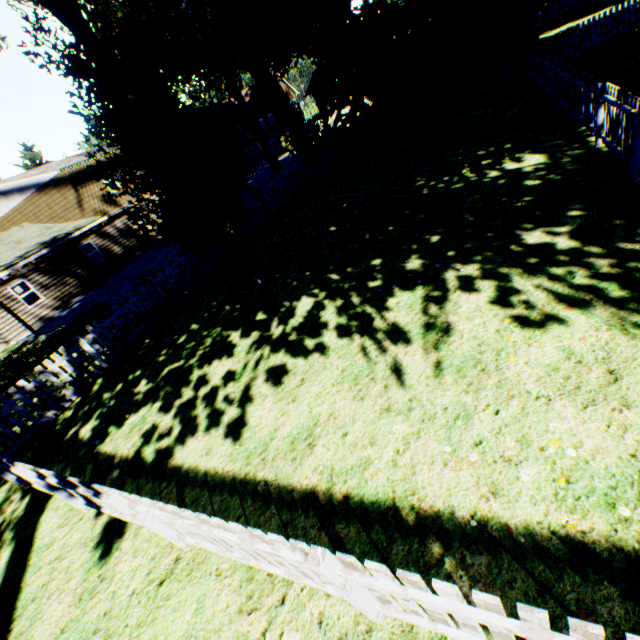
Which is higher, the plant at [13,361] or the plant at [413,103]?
the plant at [413,103]

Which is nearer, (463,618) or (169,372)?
(463,618)

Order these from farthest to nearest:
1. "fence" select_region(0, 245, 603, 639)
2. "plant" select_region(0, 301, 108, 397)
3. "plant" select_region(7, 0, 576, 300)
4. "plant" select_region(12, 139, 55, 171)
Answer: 1. "plant" select_region(12, 139, 55, 171)
2. "plant" select_region(0, 301, 108, 397)
3. "plant" select_region(7, 0, 576, 300)
4. "fence" select_region(0, 245, 603, 639)

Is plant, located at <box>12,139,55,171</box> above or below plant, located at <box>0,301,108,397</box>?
above

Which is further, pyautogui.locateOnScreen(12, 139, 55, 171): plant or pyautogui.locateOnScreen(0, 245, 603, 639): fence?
pyautogui.locateOnScreen(12, 139, 55, 171): plant

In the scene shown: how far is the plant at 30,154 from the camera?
39.75m

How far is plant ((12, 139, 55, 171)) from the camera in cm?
3975
